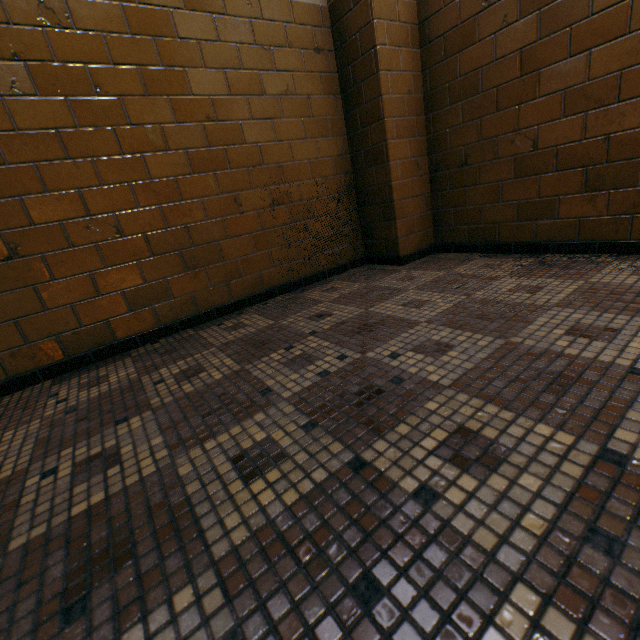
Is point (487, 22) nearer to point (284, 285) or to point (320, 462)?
point (284, 285)
